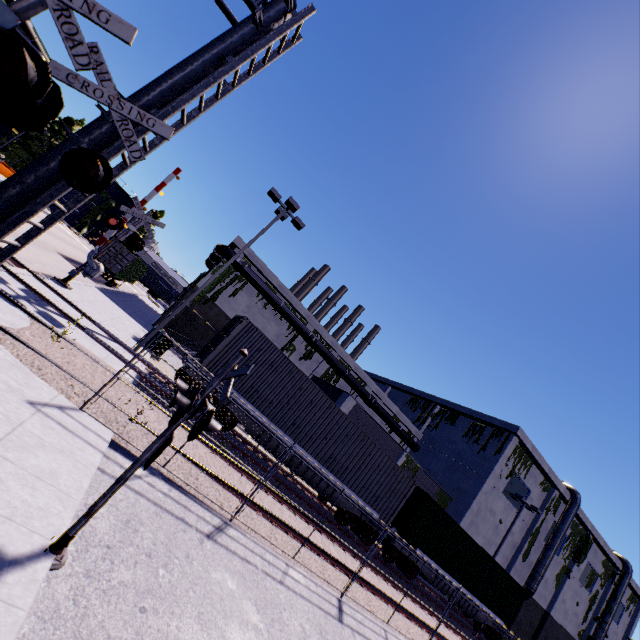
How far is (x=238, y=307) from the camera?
30.1m

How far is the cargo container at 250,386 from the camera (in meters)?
12.94

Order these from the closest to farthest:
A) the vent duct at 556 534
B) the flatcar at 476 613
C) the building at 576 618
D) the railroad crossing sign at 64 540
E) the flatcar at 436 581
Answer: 1. the railroad crossing sign at 64 540
2. the flatcar at 436 581
3. the flatcar at 476 613
4. the vent duct at 556 534
5. the building at 576 618

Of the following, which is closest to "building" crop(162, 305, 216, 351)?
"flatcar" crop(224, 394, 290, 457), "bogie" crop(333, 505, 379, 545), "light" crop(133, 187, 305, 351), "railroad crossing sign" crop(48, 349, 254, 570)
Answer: "flatcar" crop(224, 394, 290, 457)

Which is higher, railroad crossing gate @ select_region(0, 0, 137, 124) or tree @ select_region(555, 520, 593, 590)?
tree @ select_region(555, 520, 593, 590)

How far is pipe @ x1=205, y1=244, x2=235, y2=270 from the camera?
28.12m

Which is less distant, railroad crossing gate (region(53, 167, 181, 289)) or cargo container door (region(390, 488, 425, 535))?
railroad crossing gate (region(53, 167, 181, 289))

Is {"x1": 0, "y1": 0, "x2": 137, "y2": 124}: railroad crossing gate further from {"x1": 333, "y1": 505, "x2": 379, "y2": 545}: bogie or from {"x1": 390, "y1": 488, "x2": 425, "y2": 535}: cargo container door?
{"x1": 333, "y1": 505, "x2": 379, "y2": 545}: bogie
